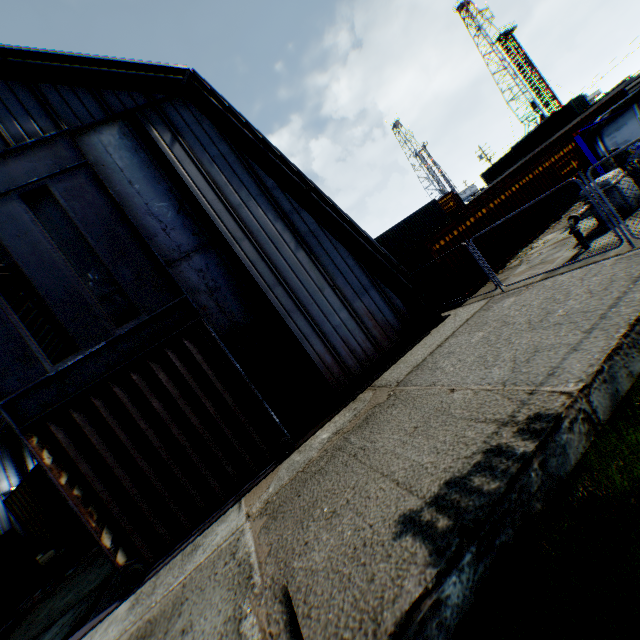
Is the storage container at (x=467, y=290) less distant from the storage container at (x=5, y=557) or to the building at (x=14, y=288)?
the building at (x=14, y=288)

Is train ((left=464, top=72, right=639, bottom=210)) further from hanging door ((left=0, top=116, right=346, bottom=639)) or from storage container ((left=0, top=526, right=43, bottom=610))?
storage container ((left=0, top=526, right=43, bottom=610))

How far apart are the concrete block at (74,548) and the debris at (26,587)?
2.51m

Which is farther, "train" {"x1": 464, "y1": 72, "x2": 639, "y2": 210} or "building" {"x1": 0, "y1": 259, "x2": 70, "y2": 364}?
"building" {"x1": 0, "y1": 259, "x2": 70, "y2": 364}

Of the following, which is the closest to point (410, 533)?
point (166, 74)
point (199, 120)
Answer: point (199, 120)

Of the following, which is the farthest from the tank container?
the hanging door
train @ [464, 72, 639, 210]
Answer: the hanging door

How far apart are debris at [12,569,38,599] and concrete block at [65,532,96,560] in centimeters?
251cm

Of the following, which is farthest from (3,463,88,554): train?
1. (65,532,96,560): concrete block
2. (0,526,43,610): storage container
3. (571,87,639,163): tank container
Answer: (571,87,639,163): tank container
